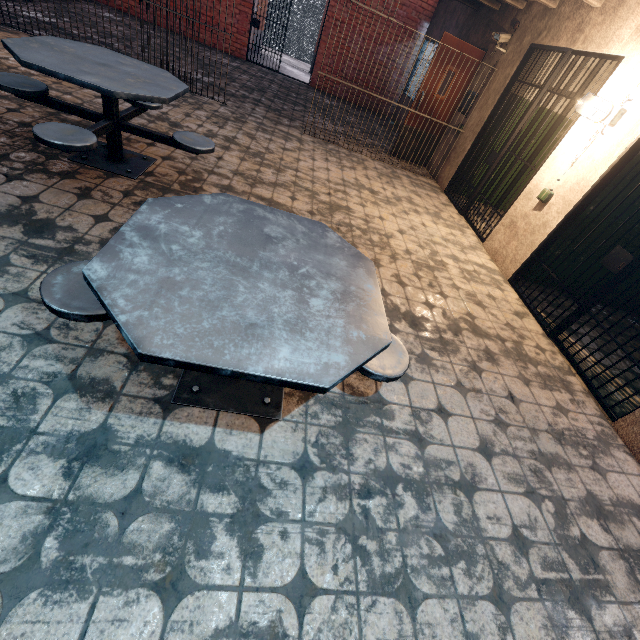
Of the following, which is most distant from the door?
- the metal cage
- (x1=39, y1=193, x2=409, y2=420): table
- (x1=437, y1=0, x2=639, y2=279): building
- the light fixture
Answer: the metal cage

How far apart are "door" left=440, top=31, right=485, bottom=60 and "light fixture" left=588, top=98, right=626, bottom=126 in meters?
3.7 m

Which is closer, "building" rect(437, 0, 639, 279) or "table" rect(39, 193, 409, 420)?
"table" rect(39, 193, 409, 420)

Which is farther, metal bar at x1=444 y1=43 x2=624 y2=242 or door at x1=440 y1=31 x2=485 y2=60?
door at x1=440 y1=31 x2=485 y2=60

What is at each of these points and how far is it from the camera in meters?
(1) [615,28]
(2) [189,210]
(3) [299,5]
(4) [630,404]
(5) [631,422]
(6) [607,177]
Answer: (1) building, 3.6 m
(2) table, 1.6 m
(3) metal cage, 13.6 m
(4) building, 3.1 m
(5) building, 2.7 m
(6) metal bar, 3.3 m

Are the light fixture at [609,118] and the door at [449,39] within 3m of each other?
no

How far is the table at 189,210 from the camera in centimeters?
106cm

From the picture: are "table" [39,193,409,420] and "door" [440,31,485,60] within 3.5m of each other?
no
